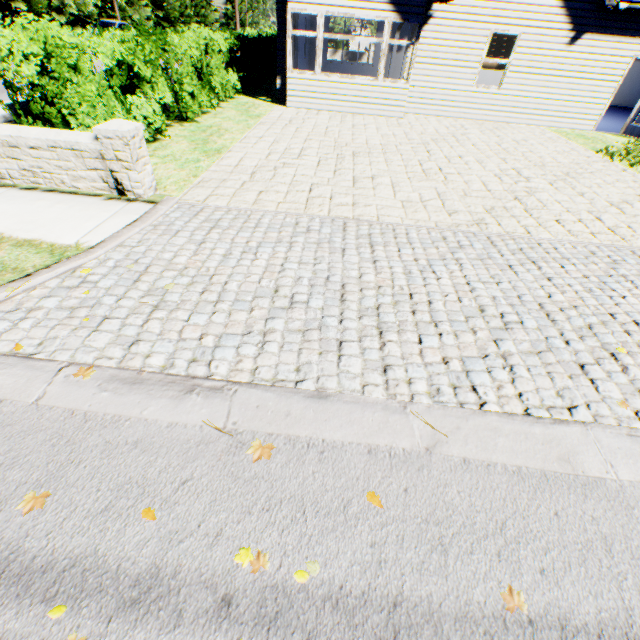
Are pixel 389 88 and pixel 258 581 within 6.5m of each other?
no

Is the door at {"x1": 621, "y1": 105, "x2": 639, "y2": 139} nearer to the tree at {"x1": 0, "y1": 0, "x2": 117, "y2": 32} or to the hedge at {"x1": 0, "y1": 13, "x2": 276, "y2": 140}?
Answer: the hedge at {"x1": 0, "y1": 13, "x2": 276, "y2": 140}

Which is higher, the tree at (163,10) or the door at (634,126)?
the tree at (163,10)

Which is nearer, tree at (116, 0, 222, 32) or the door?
the door

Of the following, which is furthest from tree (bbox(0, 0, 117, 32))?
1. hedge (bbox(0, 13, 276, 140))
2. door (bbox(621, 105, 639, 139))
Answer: door (bbox(621, 105, 639, 139))

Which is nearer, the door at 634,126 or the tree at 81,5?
the door at 634,126
